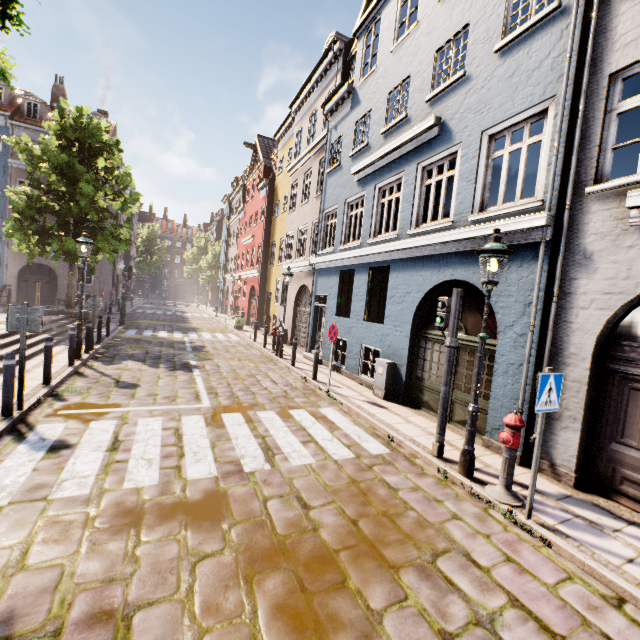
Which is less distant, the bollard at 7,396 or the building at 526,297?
the building at 526,297

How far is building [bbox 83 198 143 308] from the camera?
26.58m

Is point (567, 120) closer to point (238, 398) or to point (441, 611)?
point (441, 611)

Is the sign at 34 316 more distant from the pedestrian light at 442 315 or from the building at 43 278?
the building at 43 278

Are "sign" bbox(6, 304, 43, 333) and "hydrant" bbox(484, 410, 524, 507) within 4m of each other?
no

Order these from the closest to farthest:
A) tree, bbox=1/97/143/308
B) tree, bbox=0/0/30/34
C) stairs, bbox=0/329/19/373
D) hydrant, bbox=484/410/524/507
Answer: tree, bbox=0/0/30/34 < hydrant, bbox=484/410/524/507 < stairs, bbox=0/329/19/373 < tree, bbox=1/97/143/308

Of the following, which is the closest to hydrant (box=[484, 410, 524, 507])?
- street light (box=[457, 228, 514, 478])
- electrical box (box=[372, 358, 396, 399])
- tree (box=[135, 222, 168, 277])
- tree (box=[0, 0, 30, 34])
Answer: street light (box=[457, 228, 514, 478])

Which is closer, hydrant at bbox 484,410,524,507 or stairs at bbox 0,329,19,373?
hydrant at bbox 484,410,524,507
